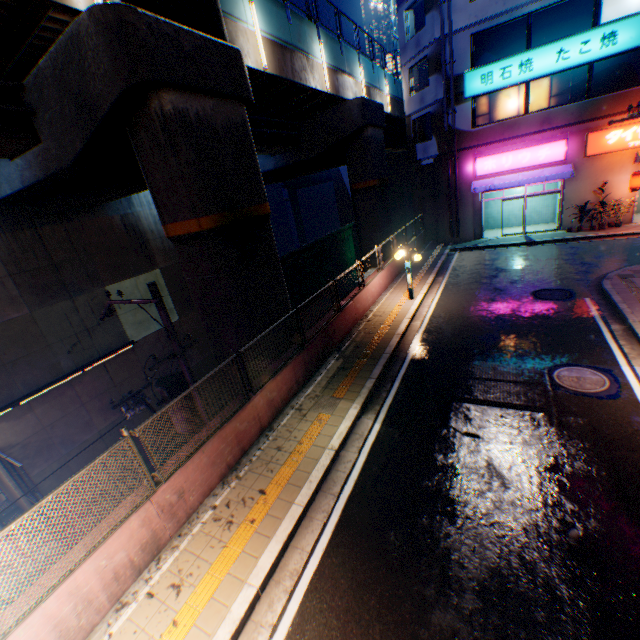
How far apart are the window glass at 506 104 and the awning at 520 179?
3.0m

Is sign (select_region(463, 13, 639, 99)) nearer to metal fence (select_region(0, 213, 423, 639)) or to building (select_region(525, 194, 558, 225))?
building (select_region(525, 194, 558, 225))

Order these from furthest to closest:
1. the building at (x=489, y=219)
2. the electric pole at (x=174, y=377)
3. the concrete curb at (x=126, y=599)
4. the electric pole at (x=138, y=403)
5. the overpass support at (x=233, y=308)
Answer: the building at (x=489, y=219) < the electric pole at (x=138, y=403) < the electric pole at (x=174, y=377) < the overpass support at (x=233, y=308) < the concrete curb at (x=126, y=599)

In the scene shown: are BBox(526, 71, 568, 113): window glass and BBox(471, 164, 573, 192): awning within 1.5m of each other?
no

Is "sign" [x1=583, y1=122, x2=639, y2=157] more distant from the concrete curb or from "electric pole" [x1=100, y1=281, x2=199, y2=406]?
"electric pole" [x1=100, y1=281, x2=199, y2=406]

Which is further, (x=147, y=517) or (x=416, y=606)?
(x=147, y=517)

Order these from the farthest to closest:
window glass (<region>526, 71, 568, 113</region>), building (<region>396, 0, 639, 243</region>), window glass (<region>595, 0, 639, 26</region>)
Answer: window glass (<region>526, 71, 568, 113</region>) < building (<region>396, 0, 639, 243</region>) < window glass (<region>595, 0, 639, 26</region>)

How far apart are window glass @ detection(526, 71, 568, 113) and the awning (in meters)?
2.95
